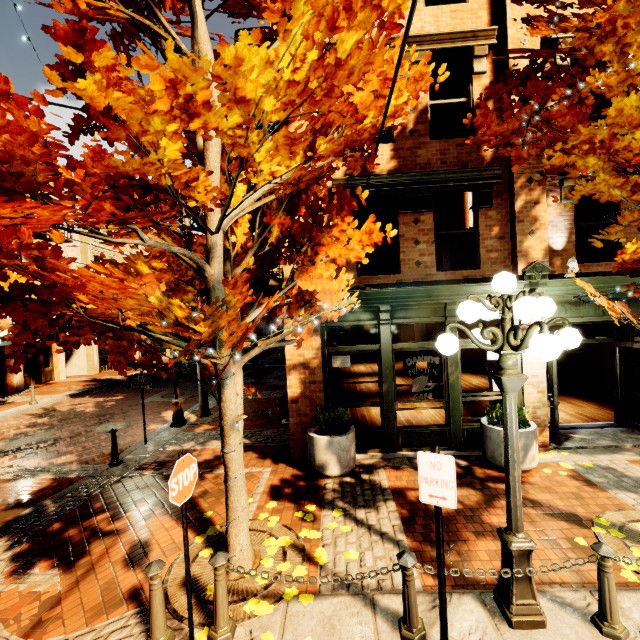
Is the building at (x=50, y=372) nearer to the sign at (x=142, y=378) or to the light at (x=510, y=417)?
the sign at (x=142, y=378)

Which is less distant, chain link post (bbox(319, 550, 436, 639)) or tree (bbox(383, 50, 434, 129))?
tree (bbox(383, 50, 434, 129))

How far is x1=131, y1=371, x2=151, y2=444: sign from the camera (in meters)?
8.84

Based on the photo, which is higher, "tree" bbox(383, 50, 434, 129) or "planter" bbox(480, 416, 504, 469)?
"tree" bbox(383, 50, 434, 129)

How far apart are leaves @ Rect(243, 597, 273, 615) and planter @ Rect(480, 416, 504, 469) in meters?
5.0 m

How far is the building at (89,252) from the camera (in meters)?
22.66

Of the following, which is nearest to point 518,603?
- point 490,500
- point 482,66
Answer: point 490,500

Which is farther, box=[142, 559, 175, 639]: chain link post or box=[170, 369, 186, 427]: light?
box=[170, 369, 186, 427]: light
